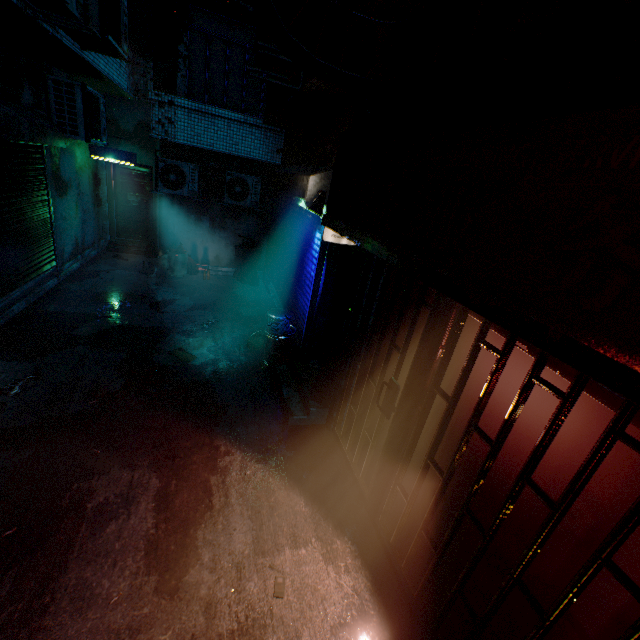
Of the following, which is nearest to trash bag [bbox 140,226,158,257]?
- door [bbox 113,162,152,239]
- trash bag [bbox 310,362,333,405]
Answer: door [bbox 113,162,152,239]

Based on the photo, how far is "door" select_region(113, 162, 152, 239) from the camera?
8.82m

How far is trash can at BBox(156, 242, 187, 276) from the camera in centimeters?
782cm

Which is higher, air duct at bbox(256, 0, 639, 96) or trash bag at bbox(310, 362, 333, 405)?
air duct at bbox(256, 0, 639, 96)

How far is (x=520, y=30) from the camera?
1.2m

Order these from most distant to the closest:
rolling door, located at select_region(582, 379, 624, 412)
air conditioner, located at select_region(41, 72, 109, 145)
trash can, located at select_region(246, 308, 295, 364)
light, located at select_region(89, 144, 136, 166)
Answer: light, located at select_region(89, 144, 136, 166) < air conditioner, located at select_region(41, 72, 109, 145) < trash can, located at select_region(246, 308, 295, 364) < rolling door, located at select_region(582, 379, 624, 412)

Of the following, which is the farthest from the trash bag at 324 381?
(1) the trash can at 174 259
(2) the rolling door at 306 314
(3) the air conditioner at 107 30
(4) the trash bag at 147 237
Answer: (4) the trash bag at 147 237

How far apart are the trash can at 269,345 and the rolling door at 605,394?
3.21m
